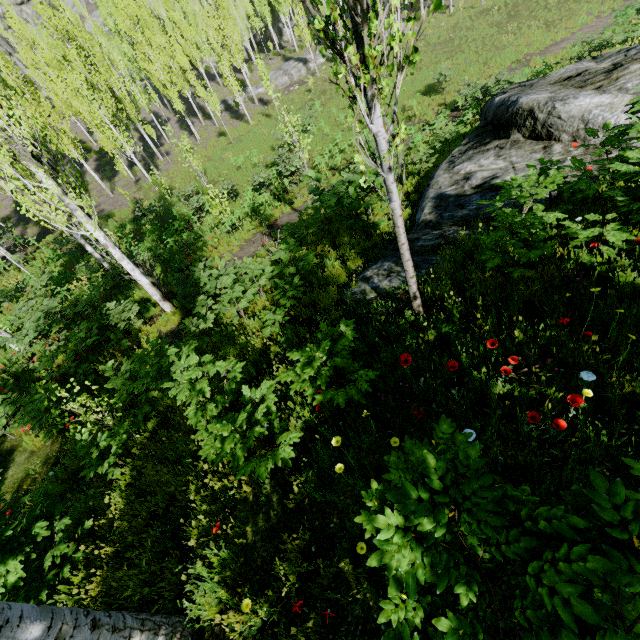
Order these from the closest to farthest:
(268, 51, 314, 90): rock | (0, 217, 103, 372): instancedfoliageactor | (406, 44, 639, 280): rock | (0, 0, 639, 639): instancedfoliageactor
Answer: (0, 0, 639, 639): instancedfoliageactor, (406, 44, 639, 280): rock, (0, 217, 103, 372): instancedfoliageactor, (268, 51, 314, 90): rock

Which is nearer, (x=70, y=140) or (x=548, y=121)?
(x=548, y=121)

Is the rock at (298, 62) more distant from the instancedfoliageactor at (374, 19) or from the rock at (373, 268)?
the rock at (373, 268)

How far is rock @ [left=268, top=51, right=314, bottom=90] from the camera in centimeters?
3438cm

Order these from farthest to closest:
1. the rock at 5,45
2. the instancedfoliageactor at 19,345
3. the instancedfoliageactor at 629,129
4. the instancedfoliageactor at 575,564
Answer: the rock at 5,45
the instancedfoliageactor at 19,345
the instancedfoliageactor at 629,129
the instancedfoliageactor at 575,564

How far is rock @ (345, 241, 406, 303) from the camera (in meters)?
5.57

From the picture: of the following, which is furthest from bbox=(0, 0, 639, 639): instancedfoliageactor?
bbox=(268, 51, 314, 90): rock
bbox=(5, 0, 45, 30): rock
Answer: bbox=(268, 51, 314, 90): rock

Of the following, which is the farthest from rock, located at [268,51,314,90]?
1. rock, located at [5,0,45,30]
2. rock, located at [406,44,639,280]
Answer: rock, located at [406,44,639,280]
